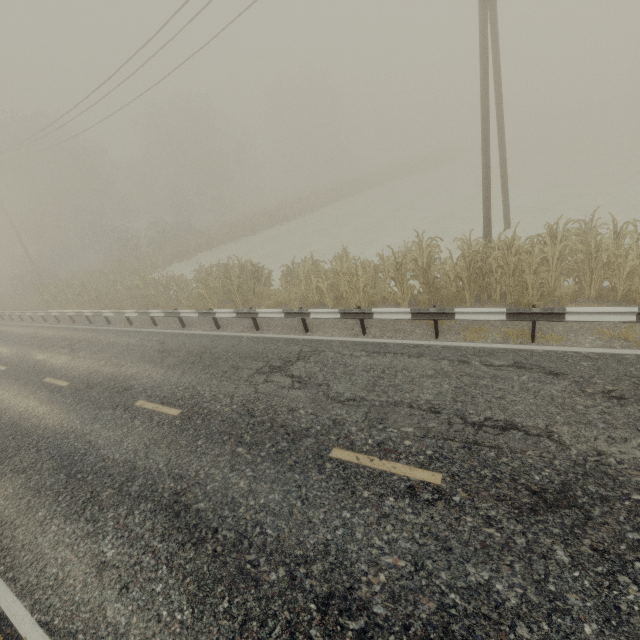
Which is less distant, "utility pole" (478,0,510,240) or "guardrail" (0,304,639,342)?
"guardrail" (0,304,639,342)

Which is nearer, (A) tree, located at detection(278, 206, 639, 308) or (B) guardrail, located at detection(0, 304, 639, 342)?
(B) guardrail, located at detection(0, 304, 639, 342)

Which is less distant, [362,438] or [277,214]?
[362,438]

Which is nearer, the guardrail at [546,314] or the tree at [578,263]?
the guardrail at [546,314]

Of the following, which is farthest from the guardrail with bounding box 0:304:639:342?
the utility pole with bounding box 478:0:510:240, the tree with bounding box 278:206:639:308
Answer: the utility pole with bounding box 478:0:510:240

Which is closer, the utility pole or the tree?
the tree

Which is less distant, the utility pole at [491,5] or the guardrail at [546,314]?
the guardrail at [546,314]
